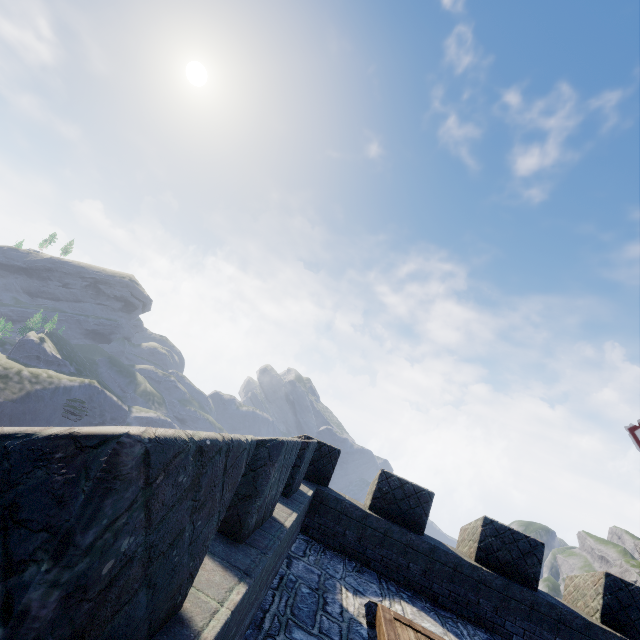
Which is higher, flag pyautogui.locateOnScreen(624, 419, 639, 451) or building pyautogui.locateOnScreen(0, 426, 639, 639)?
flag pyautogui.locateOnScreen(624, 419, 639, 451)

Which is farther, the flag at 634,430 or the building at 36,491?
the flag at 634,430

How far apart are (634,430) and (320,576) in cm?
734

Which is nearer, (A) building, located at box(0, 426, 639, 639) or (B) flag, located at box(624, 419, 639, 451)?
(A) building, located at box(0, 426, 639, 639)

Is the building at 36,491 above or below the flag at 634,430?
below
